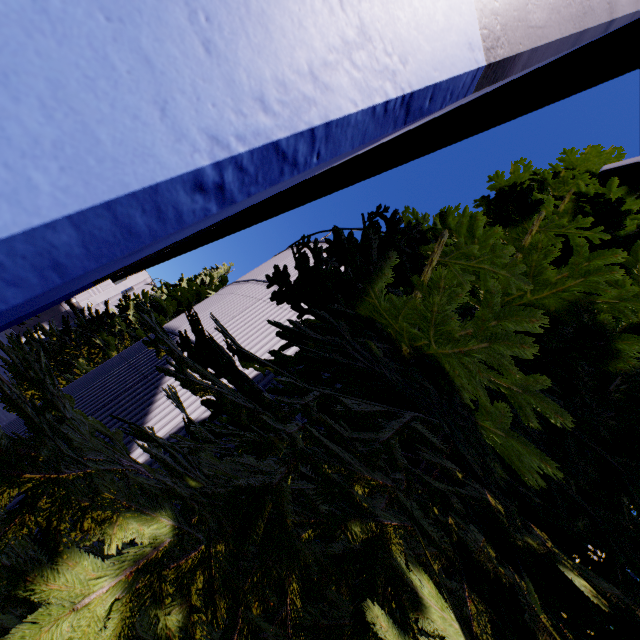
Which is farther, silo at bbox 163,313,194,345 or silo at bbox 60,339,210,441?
silo at bbox 163,313,194,345

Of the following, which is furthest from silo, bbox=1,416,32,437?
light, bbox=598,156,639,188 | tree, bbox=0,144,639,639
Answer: light, bbox=598,156,639,188

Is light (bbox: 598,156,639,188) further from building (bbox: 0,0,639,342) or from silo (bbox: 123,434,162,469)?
silo (bbox: 123,434,162,469)

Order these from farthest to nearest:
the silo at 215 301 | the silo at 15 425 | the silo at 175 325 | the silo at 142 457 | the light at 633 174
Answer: the silo at 175 325, the silo at 215 301, the silo at 15 425, the silo at 142 457, the light at 633 174

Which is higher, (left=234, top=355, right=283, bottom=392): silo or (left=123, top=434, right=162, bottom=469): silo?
(left=234, top=355, right=283, bottom=392): silo

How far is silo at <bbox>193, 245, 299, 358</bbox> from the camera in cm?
789

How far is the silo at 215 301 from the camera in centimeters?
789cm

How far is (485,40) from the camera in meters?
0.9 m
